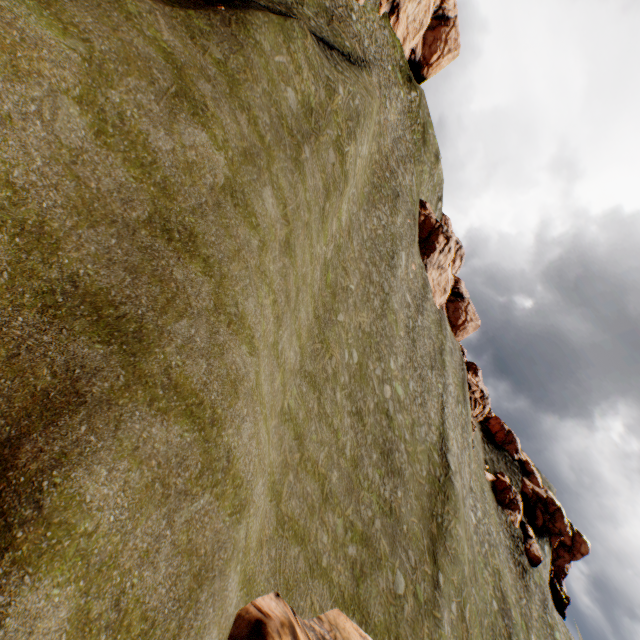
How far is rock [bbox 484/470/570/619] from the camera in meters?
51.0

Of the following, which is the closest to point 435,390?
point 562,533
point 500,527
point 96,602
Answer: point 500,527

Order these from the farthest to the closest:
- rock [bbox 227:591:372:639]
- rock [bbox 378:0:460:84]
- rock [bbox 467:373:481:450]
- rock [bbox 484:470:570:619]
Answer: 1. rock [bbox 467:373:481:450]
2. rock [bbox 484:470:570:619]
3. rock [bbox 378:0:460:84]
4. rock [bbox 227:591:372:639]

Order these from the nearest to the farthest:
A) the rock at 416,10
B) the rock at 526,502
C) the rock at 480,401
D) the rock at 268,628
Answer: the rock at 268,628
the rock at 416,10
the rock at 526,502
the rock at 480,401

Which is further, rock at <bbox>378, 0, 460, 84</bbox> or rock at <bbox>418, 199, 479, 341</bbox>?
rock at <bbox>418, 199, 479, 341</bbox>

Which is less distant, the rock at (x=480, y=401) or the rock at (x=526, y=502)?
the rock at (x=526, y=502)
